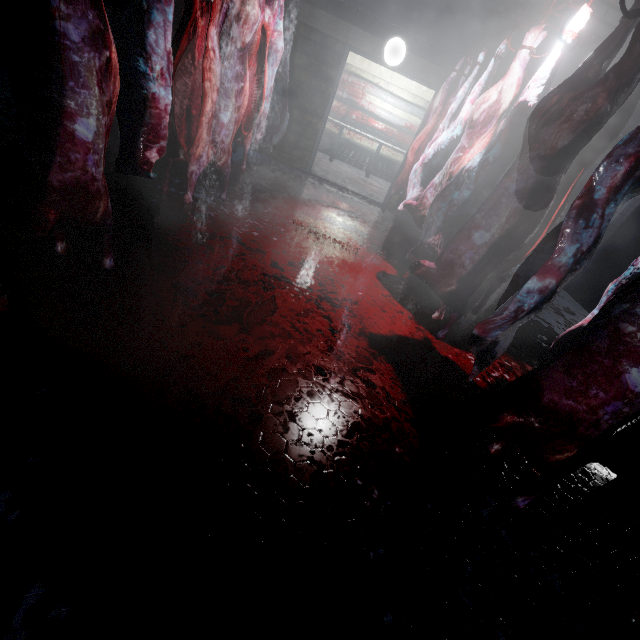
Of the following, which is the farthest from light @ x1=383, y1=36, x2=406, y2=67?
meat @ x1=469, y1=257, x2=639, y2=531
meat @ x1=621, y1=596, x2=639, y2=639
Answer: meat @ x1=621, y1=596, x2=639, y2=639

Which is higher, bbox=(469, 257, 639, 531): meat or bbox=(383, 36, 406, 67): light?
bbox=(383, 36, 406, 67): light

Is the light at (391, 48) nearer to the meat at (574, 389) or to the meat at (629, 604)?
the meat at (574, 389)

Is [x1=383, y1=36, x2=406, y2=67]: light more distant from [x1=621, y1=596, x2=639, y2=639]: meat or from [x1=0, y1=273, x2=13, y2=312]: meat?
[x1=621, y1=596, x2=639, y2=639]: meat

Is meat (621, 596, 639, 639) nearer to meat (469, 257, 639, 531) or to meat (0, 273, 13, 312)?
meat (469, 257, 639, 531)

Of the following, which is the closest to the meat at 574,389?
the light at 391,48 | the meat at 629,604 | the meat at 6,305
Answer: the meat at 629,604

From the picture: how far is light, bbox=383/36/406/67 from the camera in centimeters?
450cm

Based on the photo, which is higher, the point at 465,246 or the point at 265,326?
the point at 465,246
